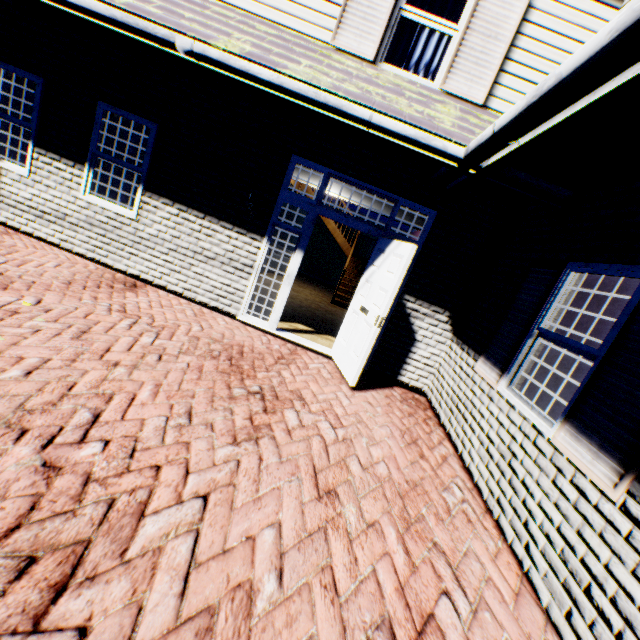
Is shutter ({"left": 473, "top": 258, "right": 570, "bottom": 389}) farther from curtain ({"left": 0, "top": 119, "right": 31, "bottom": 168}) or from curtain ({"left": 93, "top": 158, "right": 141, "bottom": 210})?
curtain ({"left": 0, "top": 119, "right": 31, "bottom": 168})

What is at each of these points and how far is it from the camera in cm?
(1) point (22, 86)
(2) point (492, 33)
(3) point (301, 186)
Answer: (1) curtain, 555
(2) shutter, 451
(3) stairs, 1263

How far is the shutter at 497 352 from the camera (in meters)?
3.61

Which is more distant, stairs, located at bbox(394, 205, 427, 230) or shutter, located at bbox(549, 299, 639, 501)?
stairs, located at bbox(394, 205, 427, 230)

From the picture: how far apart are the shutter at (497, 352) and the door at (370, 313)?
1.41m

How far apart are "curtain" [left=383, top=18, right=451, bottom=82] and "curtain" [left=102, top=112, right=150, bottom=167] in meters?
3.4 m

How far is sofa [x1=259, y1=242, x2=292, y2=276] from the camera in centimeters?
1153cm

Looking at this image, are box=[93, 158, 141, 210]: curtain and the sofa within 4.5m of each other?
no
